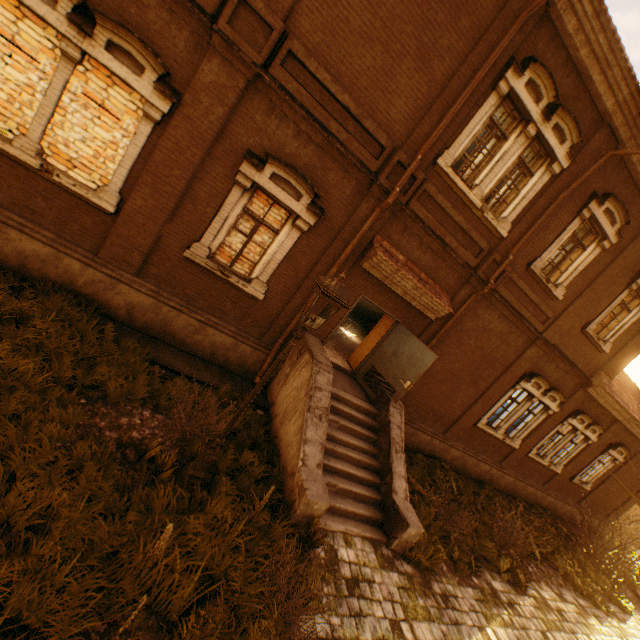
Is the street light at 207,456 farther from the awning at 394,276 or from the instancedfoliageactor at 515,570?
the instancedfoliageactor at 515,570

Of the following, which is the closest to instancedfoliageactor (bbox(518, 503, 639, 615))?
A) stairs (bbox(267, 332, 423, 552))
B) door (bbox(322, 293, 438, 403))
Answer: stairs (bbox(267, 332, 423, 552))

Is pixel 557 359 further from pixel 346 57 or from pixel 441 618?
pixel 346 57

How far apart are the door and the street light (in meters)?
4.24

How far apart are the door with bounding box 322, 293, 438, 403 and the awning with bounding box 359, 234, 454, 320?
0.5m

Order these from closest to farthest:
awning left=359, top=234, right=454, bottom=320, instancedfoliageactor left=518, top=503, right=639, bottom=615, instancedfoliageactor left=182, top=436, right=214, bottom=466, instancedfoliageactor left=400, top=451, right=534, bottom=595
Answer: instancedfoliageactor left=182, top=436, right=214, bottom=466 < instancedfoliageactor left=400, top=451, right=534, bottom=595 < awning left=359, top=234, right=454, bottom=320 < instancedfoliageactor left=518, top=503, right=639, bottom=615

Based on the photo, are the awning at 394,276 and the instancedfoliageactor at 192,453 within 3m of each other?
no

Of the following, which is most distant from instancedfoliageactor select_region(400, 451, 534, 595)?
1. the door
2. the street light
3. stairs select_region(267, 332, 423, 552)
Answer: the street light
